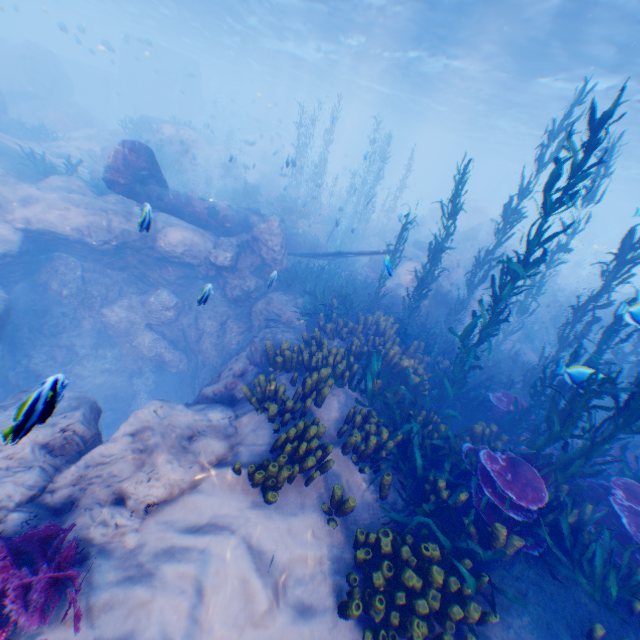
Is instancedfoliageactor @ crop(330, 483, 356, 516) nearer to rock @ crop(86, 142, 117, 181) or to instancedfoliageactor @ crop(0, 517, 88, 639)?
instancedfoliageactor @ crop(0, 517, 88, 639)

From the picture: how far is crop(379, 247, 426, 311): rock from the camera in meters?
13.2 m

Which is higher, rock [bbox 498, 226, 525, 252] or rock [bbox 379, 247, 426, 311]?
rock [bbox 498, 226, 525, 252]

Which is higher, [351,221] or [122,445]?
[351,221]

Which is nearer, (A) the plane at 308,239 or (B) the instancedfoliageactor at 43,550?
(B) the instancedfoliageactor at 43,550

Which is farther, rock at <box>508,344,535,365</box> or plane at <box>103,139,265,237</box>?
rock at <box>508,344,535,365</box>

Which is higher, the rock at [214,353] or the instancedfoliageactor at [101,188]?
the instancedfoliageactor at [101,188]
